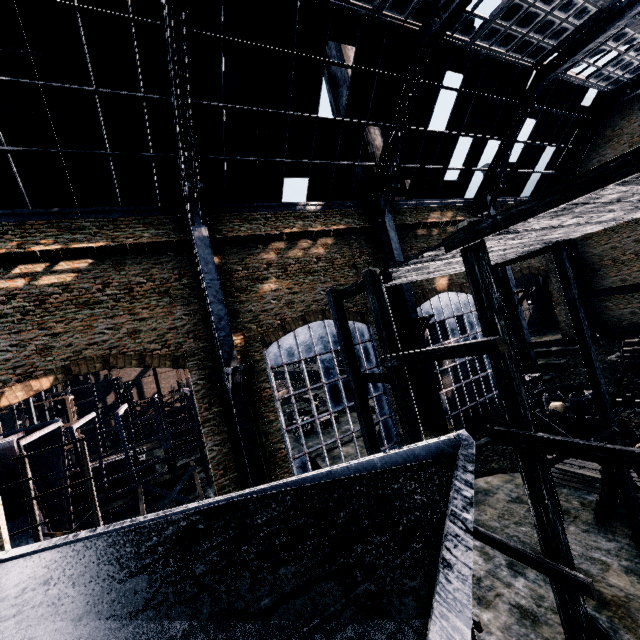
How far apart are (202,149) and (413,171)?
14.9 meters

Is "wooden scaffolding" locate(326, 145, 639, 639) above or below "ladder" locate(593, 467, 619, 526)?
above

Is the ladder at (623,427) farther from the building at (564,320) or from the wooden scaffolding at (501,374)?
the building at (564,320)

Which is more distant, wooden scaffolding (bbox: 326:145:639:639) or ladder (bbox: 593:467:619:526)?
ladder (bbox: 593:467:619:526)

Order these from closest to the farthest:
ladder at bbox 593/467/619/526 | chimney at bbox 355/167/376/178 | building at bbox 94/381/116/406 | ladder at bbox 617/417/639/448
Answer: ladder at bbox 617/417/639/448 < ladder at bbox 593/467/619/526 < chimney at bbox 355/167/376/178 < building at bbox 94/381/116/406

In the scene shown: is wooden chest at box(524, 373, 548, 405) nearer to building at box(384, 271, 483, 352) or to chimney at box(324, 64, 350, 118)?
building at box(384, 271, 483, 352)

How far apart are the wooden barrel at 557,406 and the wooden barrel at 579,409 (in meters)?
0.56

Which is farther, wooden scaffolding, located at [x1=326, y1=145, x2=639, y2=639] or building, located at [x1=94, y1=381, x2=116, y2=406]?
building, located at [x1=94, y1=381, x2=116, y2=406]
